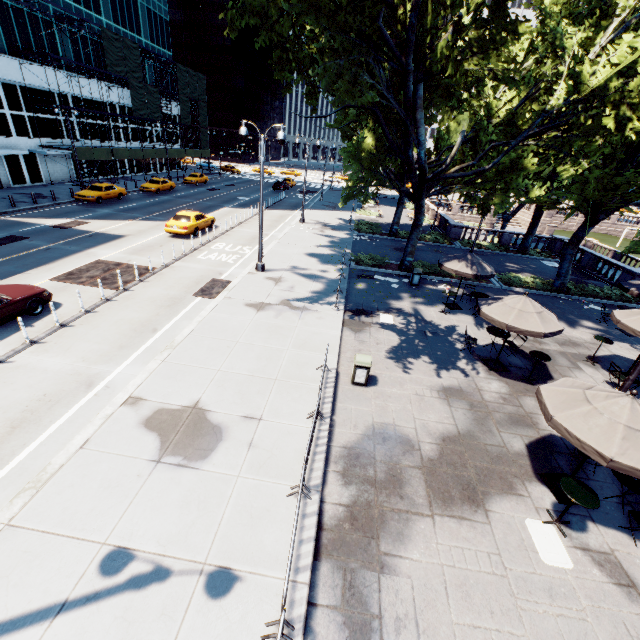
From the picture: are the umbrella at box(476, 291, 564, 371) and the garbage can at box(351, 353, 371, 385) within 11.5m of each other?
yes

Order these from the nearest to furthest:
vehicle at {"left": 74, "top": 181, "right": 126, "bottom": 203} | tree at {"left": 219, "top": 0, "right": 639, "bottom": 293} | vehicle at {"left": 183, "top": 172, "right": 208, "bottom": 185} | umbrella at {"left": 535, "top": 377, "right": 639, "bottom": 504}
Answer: umbrella at {"left": 535, "top": 377, "right": 639, "bottom": 504} < tree at {"left": 219, "top": 0, "right": 639, "bottom": 293} < vehicle at {"left": 74, "top": 181, "right": 126, "bottom": 203} < vehicle at {"left": 183, "top": 172, "right": 208, "bottom": 185}

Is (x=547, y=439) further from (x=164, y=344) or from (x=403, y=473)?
(x=164, y=344)

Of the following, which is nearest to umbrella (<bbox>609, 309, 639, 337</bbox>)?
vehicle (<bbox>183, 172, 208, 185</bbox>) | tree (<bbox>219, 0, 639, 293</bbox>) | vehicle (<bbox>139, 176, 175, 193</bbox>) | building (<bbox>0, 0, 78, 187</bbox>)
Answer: tree (<bbox>219, 0, 639, 293</bbox>)

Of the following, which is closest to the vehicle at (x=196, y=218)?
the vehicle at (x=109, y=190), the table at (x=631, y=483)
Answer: the vehicle at (x=109, y=190)

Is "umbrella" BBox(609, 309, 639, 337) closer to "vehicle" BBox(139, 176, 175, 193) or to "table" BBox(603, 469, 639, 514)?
"table" BBox(603, 469, 639, 514)

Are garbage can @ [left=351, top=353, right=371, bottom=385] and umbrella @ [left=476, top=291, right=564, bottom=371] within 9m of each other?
yes

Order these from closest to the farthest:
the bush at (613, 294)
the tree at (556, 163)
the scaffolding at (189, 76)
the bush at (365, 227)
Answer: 1. the tree at (556, 163)
2. the bush at (613, 294)
3. the bush at (365, 227)
4. the scaffolding at (189, 76)
